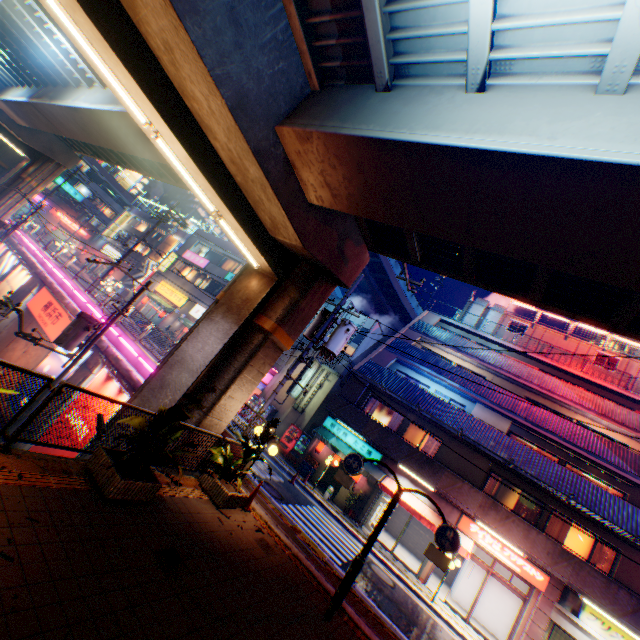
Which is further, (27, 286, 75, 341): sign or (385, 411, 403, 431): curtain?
(385, 411, 403, 431): curtain

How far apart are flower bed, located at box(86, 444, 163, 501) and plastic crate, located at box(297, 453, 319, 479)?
15.3m

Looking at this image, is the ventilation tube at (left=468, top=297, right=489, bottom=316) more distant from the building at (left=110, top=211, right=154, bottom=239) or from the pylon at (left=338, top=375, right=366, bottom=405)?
the building at (left=110, top=211, right=154, bottom=239)

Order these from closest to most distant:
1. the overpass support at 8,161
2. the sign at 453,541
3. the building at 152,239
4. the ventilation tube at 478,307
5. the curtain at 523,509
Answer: the sign at 453,541 < the curtain at 523,509 < the ventilation tube at 478,307 < the overpass support at 8,161 < the building at 152,239

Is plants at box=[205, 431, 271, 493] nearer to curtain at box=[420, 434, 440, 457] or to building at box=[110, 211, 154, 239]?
curtain at box=[420, 434, 440, 457]

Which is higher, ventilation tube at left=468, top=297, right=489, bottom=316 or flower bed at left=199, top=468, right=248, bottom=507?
ventilation tube at left=468, top=297, right=489, bottom=316

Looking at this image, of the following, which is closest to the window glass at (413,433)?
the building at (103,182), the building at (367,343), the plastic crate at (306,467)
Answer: the plastic crate at (306,467)

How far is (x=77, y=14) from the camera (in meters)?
5.26
